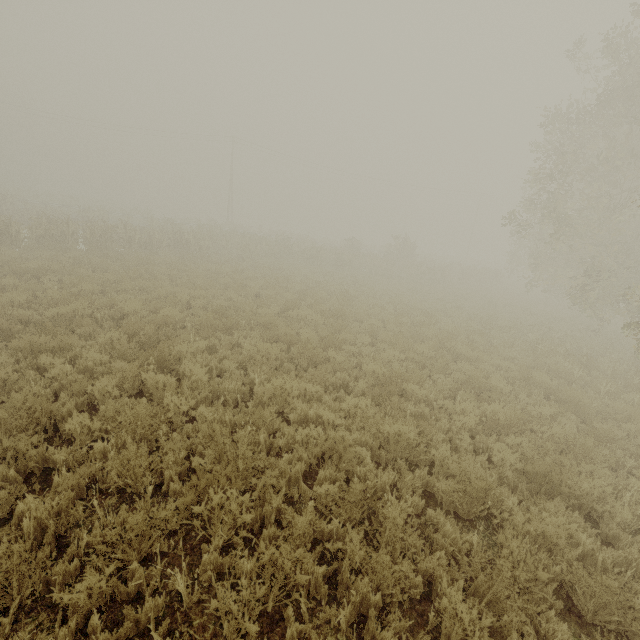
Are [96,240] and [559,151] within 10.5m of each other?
no
